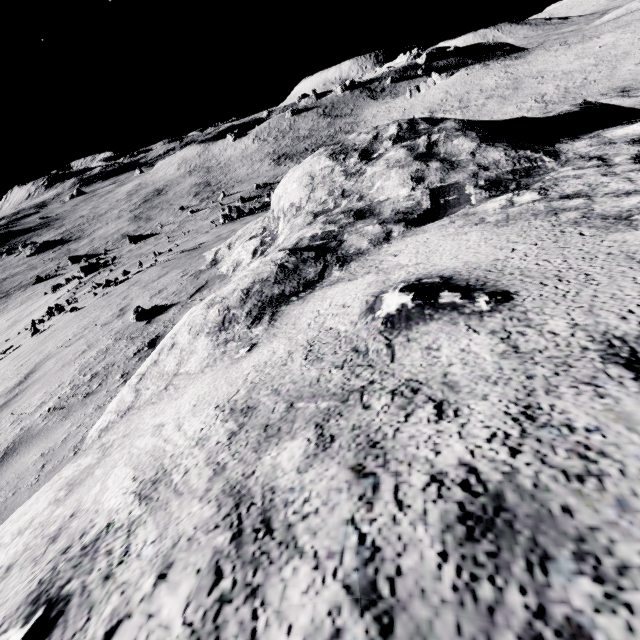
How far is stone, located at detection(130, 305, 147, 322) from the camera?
6.7m

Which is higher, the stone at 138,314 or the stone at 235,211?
the stone at 138,314

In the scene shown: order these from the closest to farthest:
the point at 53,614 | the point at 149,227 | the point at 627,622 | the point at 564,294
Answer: the point at 627,622 → the point at 53,614 → the point at 564,294 → the point at 149,227

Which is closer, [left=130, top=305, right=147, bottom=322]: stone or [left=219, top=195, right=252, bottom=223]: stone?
[left=130, top=305, right=147, bottom=322]: stone

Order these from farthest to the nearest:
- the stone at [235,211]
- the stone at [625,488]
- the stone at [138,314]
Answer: the stone at [235,211]
the stone at [138,314]
the stone at [625,488]

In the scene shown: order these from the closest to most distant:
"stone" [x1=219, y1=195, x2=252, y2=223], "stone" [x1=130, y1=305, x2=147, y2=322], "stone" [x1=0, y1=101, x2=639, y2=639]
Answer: "stone" [x1=0, y1=101, x2=639, y2=639]
"stone" [x1=130, y1=305, x2=147, y2=322]
"stone" [x1=219, y1=195, x2=252, y2=223]

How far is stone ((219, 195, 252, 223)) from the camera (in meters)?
33.38
